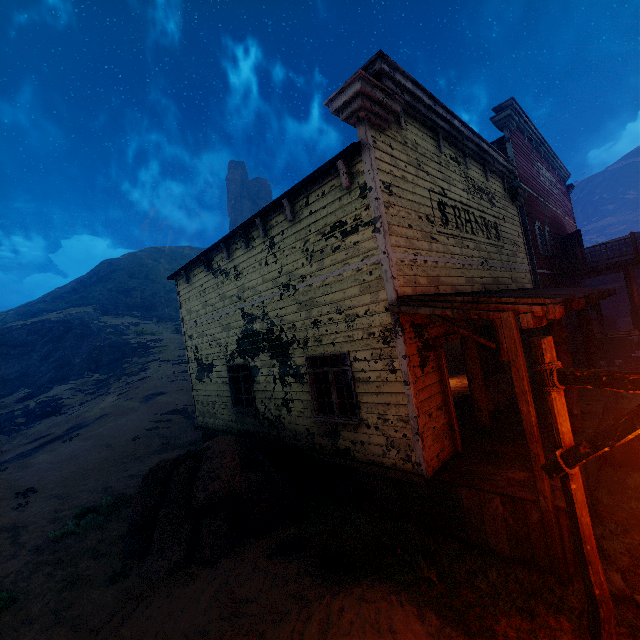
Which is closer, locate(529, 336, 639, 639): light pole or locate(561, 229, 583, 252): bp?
locate(529, 336, 639, 639): light pole

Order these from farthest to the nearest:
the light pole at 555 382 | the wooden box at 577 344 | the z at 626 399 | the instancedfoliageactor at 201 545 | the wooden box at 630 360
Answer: the wooden box at 577 344, the wooden box at 630 360, the z at 626 399, the instancedfoliageactor at 201 545, the light pole at 555 382

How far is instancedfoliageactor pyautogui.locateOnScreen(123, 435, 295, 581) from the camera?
6.0 meters

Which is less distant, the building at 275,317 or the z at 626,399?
the building at 275,317

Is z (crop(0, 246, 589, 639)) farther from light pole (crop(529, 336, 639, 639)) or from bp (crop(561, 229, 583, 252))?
bp (crop(561, 229, 583, 252))

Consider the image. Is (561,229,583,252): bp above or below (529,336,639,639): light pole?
above

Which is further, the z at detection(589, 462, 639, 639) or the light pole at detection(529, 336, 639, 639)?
the z at detection(589, 462, 639, 639)

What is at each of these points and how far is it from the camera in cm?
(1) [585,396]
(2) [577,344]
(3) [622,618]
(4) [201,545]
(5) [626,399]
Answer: (1) building, 859
(2) wooden box, 1384
(3) z, 368
(4) instancedfoliageactor, 609
(5) z, 1045
